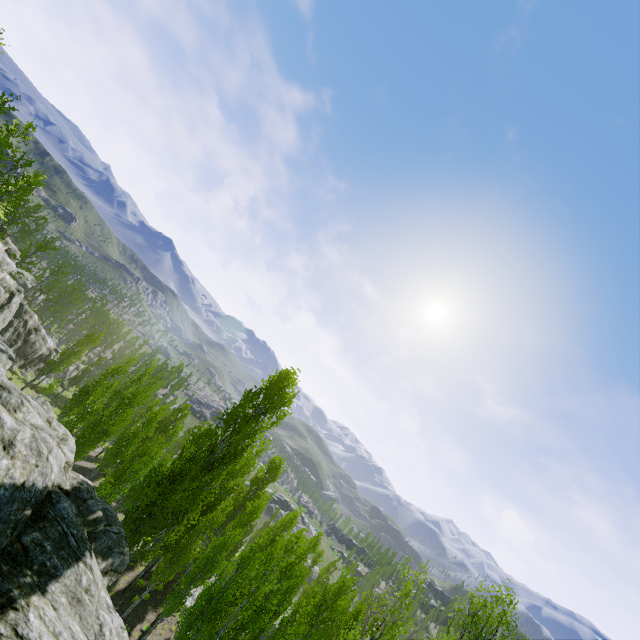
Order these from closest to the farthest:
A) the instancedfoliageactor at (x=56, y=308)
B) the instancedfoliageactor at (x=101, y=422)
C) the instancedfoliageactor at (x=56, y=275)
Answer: the instancedfoliageactor at (x=101, y=422), the instancedfoliageactor at (x=56, y=275), the instancedfoliageactor at (x=56, y=308)

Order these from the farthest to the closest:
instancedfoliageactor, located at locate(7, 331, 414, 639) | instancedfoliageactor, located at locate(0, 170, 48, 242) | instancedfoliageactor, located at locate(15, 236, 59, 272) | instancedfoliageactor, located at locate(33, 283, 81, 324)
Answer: instancedfoliageactor, located at locate(33, 283, 81, 324), instancedfoliageactor, located at locate(15, 236, 59, 272), instancedfoliageactor, located at locate(0, 170, 48, 242), instancedfoliageactor, located at locate(7, 331, 414, 639)

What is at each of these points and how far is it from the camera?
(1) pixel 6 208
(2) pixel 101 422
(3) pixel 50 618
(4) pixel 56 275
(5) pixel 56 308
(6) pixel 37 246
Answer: (1) instancedfoliageactor, 41.7m
(2) instancedfoliageactor, 40.1m
(3) rock, 8.0m
(4) instancedfoliageactor, 52.0m
(5) instancedfoliageactor, 53.0m
(6) instancedfoliageactor, 43.7m

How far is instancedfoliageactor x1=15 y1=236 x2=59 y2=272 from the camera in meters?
43.1

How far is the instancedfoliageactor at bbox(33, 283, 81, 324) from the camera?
52.7 meters

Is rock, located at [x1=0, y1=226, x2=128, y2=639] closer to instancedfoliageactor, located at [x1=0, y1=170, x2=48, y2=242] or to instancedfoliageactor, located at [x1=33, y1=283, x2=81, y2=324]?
instancedfoliageactor, located at [x1=0, y1=170, x2=48, y2=242]

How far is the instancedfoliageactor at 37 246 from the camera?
43.1 meters
